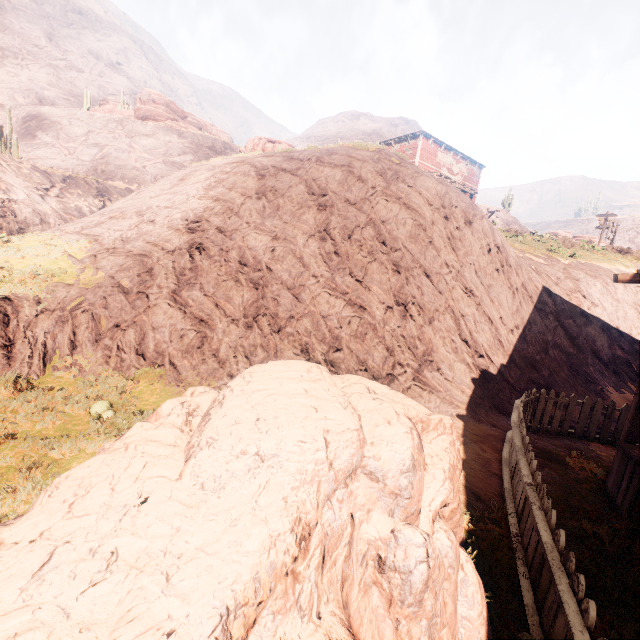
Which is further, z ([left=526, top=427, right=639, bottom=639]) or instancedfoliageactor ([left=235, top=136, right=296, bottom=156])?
instancedfoliageactor ([left=235, top=136, right=296, bottom=156])

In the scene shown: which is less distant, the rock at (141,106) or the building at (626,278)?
the building at (626,278)

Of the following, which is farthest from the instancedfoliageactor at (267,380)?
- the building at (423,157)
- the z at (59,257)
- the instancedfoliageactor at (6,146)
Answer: the instancedfoliageactor at (6,146)

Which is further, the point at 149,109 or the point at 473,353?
the point at 149,109

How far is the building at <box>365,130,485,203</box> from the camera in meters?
26.2

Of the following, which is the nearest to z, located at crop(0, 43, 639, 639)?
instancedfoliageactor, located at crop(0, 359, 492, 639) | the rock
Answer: instancedfoliageactor, located at crop(0, 359, 492, 639)

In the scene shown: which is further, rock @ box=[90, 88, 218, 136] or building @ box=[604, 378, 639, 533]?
rock @ box=[90, 88, 218, 136]

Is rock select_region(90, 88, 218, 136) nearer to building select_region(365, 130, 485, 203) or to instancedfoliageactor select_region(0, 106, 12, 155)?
instancedfoliageactor select_region(0, 106, 12, 155)
